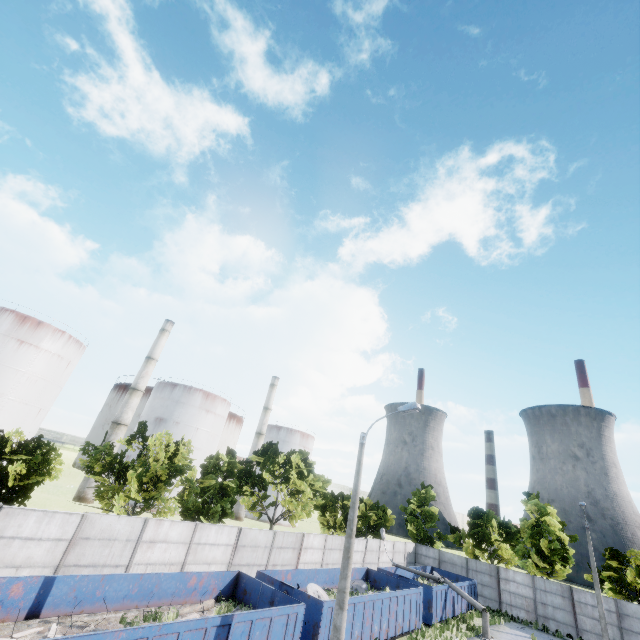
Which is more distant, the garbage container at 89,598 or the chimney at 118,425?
the chimney at 118,425

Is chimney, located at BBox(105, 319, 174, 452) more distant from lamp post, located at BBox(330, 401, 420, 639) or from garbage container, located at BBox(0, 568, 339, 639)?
lamp post, located at BBox(330, 401, 420, 639)

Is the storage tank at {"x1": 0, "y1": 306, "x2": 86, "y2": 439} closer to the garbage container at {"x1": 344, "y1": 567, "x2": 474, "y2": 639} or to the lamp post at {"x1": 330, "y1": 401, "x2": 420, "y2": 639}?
the garbage container at {"x1": 344, "y1": 567, "x2": 474, "y2": 639}

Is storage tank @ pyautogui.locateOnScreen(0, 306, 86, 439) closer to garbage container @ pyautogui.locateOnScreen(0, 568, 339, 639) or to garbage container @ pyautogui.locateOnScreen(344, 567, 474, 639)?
garbage container @ pyautogui.locateOnScreen(0, 568, 339, 639)

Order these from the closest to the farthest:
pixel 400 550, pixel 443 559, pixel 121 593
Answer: pixel 121 593 < pixel 400 550 < pixel 443 559

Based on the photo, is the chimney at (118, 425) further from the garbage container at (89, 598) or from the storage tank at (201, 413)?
the garbage container at (89, 598)

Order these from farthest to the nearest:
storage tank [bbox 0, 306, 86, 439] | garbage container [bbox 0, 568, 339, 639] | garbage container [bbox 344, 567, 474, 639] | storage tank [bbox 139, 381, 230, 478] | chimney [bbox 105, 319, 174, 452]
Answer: storage tank [bbox 139, 381, 230, 478] < chimney [bbox 105, 319, 174, 452] < storage tank [bbox 0, 306, 86, 439] < garbage container [bbox 344, 567, 474, 639] < garbage container [bbox 0, 568, 339, 639]

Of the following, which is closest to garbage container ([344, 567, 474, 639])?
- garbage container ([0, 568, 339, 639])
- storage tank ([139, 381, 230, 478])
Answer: garbage container ([0, 568, 339, 639])
